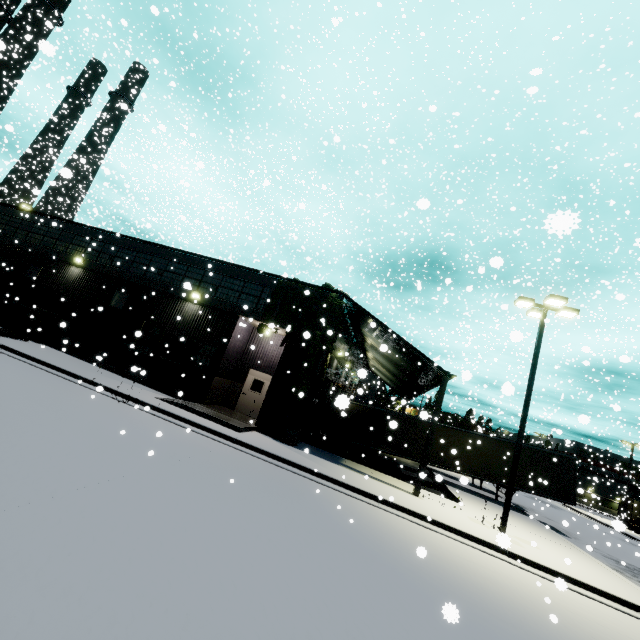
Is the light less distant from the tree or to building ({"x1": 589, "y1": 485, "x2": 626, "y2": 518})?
building ({"x1": 589, "y1": 485, "x2": 626, "y2": 518})

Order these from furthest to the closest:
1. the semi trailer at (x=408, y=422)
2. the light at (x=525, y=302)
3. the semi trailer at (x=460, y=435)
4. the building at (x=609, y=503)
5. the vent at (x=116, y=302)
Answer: the building at (x=609, y=503) < the semi trailer at (x=408, y=422) < the semi trailer at (x=460, y=435) < the vent at (x=116, y=302) < the light at (x=525, y=302)

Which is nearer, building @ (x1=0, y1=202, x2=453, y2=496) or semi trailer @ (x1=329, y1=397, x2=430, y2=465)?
building @ (x1=0, y1=202, x2=453, y2=496)

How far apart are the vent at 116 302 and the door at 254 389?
8.0 meters

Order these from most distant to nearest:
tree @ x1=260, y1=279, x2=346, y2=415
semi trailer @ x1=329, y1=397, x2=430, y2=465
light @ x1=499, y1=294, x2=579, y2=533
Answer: semi trailer @ x1=329, y1=397, x2=430, y2=465
tree @ x1=260, y1=279, x2=346, y2=415
light @ x1=499, y1=294, x2=579, y2=533

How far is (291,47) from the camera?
31.9 meters

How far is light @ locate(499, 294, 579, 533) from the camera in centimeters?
1281cm
